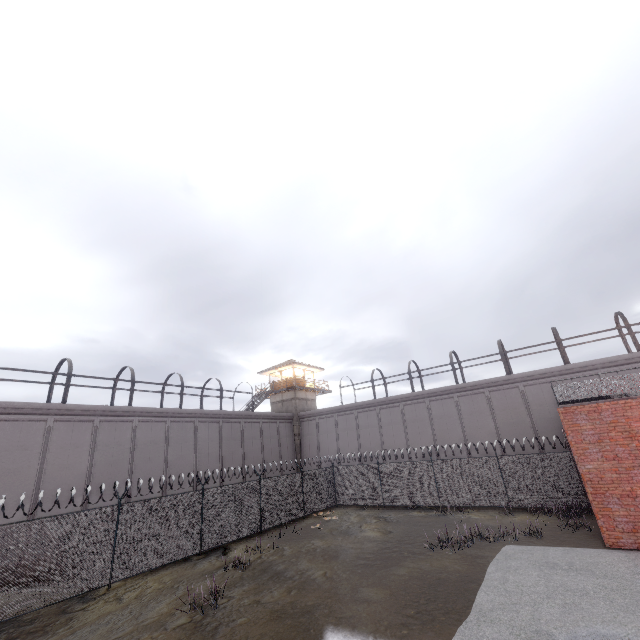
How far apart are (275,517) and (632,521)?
16.9m

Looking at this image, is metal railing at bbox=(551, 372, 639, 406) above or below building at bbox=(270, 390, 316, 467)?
below

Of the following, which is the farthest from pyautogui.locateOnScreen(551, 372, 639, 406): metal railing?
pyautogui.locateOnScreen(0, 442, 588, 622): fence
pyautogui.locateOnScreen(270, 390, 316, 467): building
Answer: pyautogui.locateOnScreen(270, 390, 316, 467): building

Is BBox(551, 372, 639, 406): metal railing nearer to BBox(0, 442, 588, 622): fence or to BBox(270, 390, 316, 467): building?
BBox(0, 442, 588, 622): fence

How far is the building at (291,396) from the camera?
35.7 meters

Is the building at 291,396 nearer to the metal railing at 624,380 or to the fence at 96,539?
the fence at 96,539

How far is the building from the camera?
35.7m
